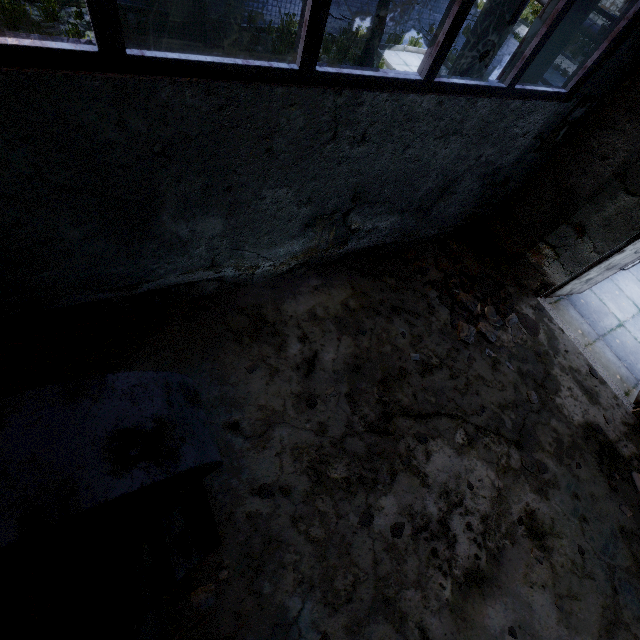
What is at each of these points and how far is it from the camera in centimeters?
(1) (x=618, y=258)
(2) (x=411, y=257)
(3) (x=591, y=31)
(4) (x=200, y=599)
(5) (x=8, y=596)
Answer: (1) door, 548cm
(2) concrete debris, 572cm
(3) pipe valve, 1820cm
(4) concrete debris, 280cm
(5) boiler box, 235cm

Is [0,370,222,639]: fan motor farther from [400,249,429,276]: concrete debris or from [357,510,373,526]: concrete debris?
[400,249,429,276]: concrete debris

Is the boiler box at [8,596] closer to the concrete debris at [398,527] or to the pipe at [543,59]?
the pipe at [543,59]

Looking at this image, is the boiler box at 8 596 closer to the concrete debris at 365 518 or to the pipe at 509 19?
the pipe at 509 19

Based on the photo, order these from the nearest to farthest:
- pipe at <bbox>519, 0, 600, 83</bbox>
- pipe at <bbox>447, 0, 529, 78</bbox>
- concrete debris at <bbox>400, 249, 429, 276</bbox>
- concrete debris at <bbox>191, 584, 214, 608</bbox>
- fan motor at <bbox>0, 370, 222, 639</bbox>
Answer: fan motor at <bbox>0, 370, 222, 639</bbox>, concrete debris at <bbox>191, 584, 214, 608</bbox>, pipe at <bbox>519, 0, 600, 83</bbox>, pipe at <bbox>447, 0, 529, 78</bbox>, concrete debris at <bbox>400, 249, 429, 276</bbox>

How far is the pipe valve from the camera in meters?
17.8 m

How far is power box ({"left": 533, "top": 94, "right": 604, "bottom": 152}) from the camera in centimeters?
446cm

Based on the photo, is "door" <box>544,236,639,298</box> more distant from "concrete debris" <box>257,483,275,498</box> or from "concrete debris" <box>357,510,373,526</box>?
"concrete debris" <box>257,483,275,498</box>
